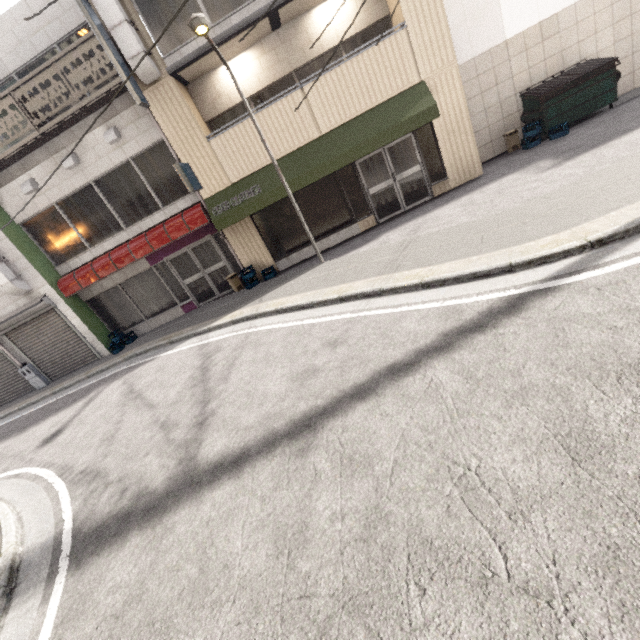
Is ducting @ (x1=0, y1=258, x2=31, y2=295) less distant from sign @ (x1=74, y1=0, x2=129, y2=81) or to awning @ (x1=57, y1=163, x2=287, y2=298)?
awning @ (x1=57, y1=163, x2=287, y2=298)

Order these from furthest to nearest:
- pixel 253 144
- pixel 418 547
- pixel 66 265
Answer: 1. pixel 66 265
2. pixel 253 144
3. pixel 418 547

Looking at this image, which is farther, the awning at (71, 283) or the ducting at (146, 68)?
the awning at (71, 283)

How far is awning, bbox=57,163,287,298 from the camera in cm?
945

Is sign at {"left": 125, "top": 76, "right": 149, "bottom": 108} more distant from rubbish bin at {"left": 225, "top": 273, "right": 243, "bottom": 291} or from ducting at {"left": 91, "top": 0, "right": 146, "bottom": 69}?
rubbish bin at {"left": 225, "top": 273, "right": 243, "bottom": 291}

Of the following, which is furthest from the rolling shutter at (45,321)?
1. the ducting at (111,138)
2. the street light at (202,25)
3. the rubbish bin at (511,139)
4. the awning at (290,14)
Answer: the rubbish bin at (511,139)

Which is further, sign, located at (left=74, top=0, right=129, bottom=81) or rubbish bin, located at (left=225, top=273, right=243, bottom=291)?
rubbish bin, located at (left=225, top=273, right=243, bottom=291)

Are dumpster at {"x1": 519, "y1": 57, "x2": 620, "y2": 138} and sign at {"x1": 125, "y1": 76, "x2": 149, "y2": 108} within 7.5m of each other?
no
